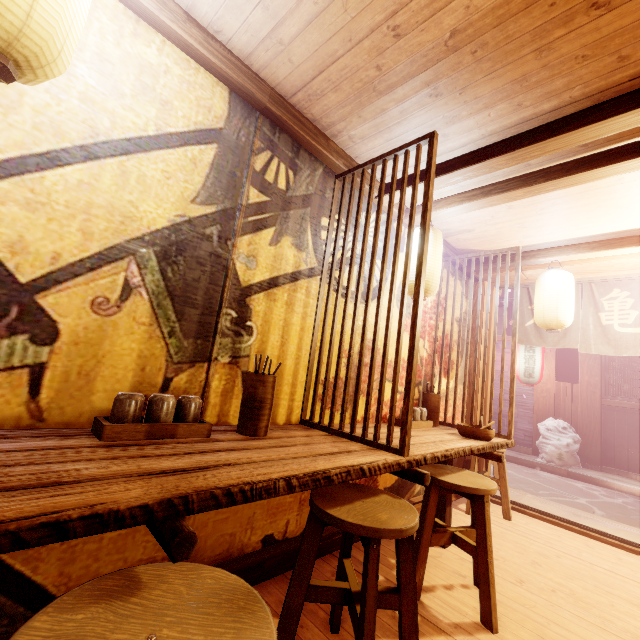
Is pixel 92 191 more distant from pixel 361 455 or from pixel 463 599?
pixel 463 599

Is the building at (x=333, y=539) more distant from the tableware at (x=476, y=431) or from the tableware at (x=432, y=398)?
the tableware at (x=476, y=431)

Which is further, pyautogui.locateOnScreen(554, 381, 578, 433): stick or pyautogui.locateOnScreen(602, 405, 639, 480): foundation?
pyautogui.locateOnScreen(554, 381, 578, 433): stick

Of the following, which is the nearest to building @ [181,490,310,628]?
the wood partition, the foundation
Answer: the wood partition

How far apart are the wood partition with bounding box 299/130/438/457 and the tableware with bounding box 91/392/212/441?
1.43m

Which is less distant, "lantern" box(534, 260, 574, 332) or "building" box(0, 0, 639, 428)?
"building" box(0, 0, 639, 428)

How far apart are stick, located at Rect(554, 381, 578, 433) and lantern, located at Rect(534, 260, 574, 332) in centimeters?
1036cm

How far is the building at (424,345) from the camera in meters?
6.2
